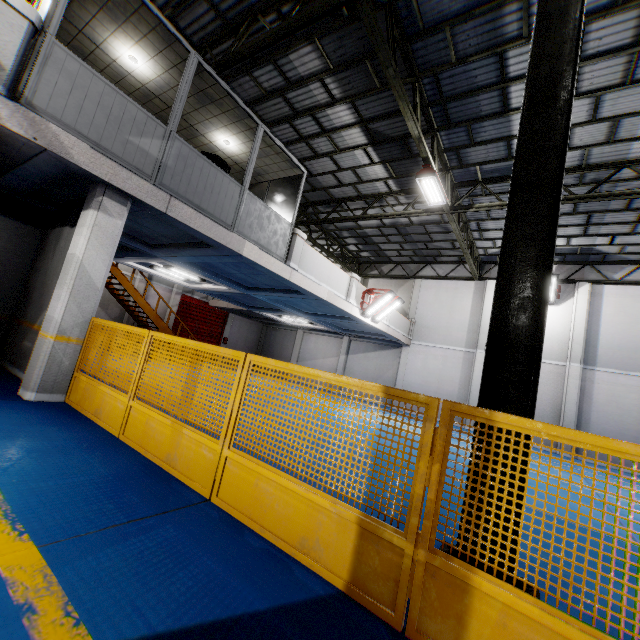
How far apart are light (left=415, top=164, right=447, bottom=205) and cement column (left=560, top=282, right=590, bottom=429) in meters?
9.5

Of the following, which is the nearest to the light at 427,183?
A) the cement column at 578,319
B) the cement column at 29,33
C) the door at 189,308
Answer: the cement column at 29,33

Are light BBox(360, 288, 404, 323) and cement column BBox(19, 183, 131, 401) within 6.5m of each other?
no

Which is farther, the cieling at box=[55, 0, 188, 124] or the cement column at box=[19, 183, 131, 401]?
the cieling at box=[55, 0, 188, 124]

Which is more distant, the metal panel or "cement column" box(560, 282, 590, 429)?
"cement column" box(560, 282, 590, 429)

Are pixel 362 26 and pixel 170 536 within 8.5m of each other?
no

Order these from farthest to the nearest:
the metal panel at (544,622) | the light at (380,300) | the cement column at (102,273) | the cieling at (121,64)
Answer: the light at (380,300), the cieling at (121,64), the cement column at (102,273), the metal panel at (544,622)

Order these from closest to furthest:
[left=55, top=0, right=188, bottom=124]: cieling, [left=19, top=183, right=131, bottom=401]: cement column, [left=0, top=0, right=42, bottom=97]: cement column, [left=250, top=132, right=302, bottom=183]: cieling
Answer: [left=0, top=0, right=42, bottom=97]: cement column → [left=19, top=183, right=131, bottom=401]: cement column → [left=55, top=0, right=188, bottom=124]: cieling → [left=250, top=132, right=302, bottom=183]: cieling
